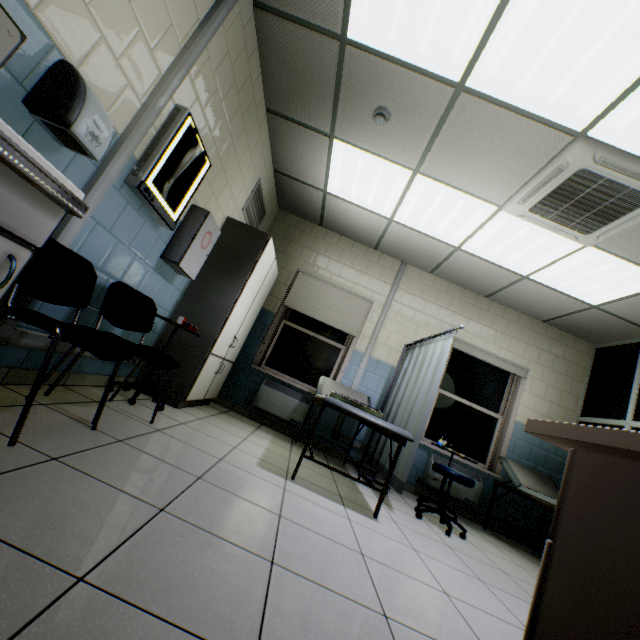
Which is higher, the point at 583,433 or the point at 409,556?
the point at 583,433

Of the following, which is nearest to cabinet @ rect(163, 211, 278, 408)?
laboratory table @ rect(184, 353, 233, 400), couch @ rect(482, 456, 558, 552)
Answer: laboratory table @ rect(184, 353, 233, 400)

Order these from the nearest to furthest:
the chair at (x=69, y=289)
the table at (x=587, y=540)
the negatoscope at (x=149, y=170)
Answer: the table at (x=587, y=540)
the chair at (x=69, y=289)
the negatoscope at (x=149, y=170)

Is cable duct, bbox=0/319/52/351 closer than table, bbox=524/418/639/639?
No

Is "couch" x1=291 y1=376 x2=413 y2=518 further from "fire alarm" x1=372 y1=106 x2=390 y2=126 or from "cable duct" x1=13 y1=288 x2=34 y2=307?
"fire alarm" x1=372 y1=106 x2=390 y2=126

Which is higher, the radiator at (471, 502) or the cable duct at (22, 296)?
the cable duct at (22, 296)

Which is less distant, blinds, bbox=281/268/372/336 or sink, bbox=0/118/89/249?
sink, bbox=0/118/89/249

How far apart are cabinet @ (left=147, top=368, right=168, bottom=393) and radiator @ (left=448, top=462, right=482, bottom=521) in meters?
3.2
